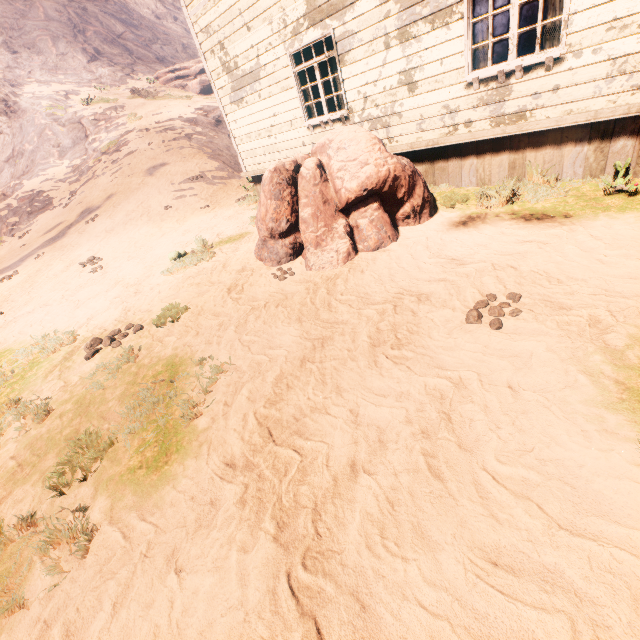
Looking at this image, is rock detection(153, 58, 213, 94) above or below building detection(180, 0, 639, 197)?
above

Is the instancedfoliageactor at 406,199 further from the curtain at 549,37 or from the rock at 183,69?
the rock at 183,69

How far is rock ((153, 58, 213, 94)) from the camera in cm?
2850

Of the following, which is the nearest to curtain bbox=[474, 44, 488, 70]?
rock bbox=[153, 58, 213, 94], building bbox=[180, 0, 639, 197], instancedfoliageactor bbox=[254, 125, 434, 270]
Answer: building bbox=[180, 0, 639, 197]

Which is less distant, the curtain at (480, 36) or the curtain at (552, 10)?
the curtain at (552, 10)

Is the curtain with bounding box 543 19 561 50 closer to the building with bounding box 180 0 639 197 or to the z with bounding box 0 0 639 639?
the building with bounding box 180 0 639 197

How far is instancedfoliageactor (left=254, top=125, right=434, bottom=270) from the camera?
5.3m

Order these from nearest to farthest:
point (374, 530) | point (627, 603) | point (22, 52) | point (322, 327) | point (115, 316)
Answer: point (627, 603) → point (374, 530) → point (322, 327) → point (115, 316) → point (22, 52)
